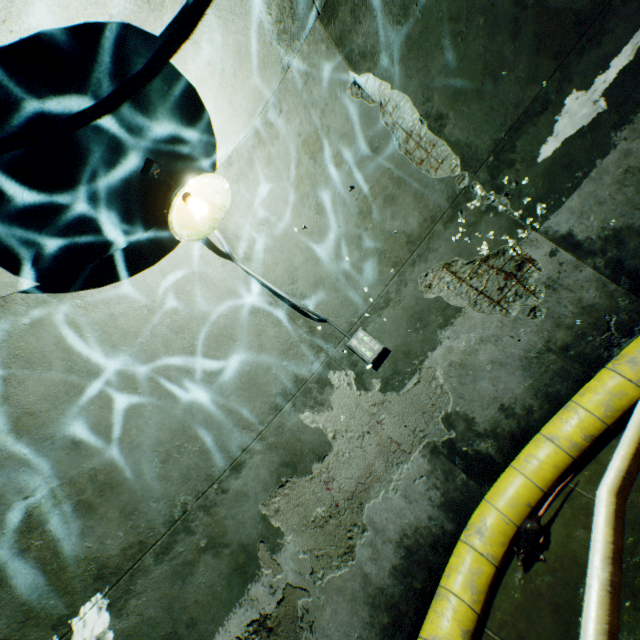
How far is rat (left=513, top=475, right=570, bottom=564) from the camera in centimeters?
312cm

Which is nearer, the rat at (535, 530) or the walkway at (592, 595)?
the walkway at (592, 595)

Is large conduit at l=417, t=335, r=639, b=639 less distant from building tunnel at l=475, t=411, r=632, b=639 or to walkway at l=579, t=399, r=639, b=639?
building tunnel at l=475, t=411, r=632, b=639

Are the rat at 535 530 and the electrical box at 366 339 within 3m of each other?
yes

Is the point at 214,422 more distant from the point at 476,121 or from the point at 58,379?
the point at 476,121

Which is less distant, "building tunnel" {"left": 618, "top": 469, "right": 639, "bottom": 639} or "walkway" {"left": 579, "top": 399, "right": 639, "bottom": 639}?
"walkway" {"left": 579, "top": 399, "right": 639, "bottom": 639}

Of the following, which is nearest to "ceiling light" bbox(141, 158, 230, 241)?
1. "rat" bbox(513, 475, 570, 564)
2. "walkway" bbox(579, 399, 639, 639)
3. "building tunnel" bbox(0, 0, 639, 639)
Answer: "building tunnel" bbox(0, 0, 639, 639)

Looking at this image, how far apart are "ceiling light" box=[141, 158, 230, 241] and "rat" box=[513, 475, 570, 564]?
3.96m
